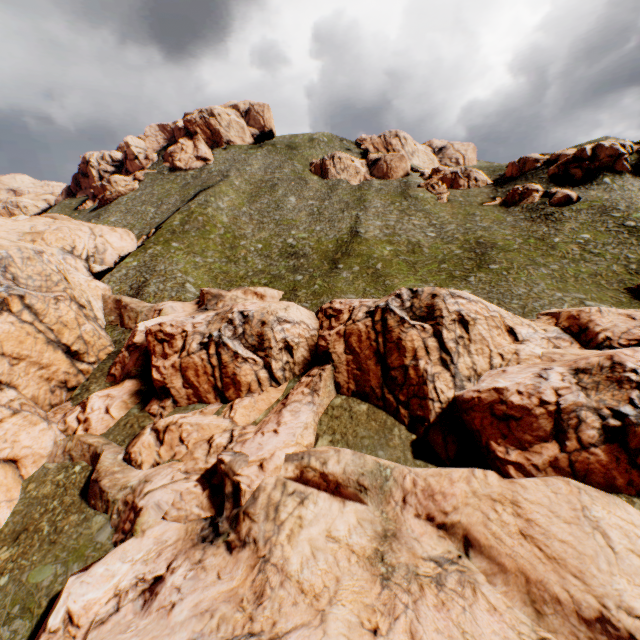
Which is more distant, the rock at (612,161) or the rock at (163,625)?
the rock at (612,161)

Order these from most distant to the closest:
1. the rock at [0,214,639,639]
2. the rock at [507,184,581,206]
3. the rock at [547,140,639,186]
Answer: the rock at [547,140,639,186]
the rock at [507,184,581,206]
the rock at [0,214,639,639]

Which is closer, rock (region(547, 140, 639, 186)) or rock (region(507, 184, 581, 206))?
rock (region(507, 184, 581, 206))

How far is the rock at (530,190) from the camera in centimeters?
5062cm

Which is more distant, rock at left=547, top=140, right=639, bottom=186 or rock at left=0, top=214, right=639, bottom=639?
rock at left=547, top=140, right=639, bottom=186

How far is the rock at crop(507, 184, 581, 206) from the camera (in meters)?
50.62

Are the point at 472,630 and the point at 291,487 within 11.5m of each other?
yes
